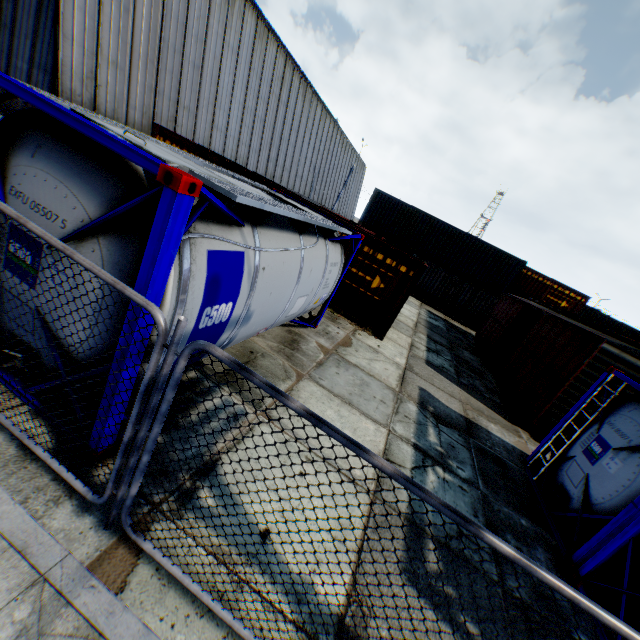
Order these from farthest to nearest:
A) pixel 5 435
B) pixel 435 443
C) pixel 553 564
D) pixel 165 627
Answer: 1. pixel 435 443
2. pixel 553 564
3. pixel 5 435
4. pixel 165 627

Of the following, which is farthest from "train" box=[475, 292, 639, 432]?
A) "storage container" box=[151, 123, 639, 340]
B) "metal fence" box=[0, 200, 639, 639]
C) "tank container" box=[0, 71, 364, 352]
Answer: "metal fence" box=[0, 200, 639, 639]

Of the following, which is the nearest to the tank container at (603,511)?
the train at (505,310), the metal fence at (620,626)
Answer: the metal fence at (620,626)

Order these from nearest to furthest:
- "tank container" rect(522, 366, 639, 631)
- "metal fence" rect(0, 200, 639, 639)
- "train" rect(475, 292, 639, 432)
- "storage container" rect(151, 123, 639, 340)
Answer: "metal fence" rect(0, 200, 639, 639), "tank container" rect(522, 366, 639, 631), "train" rect(475, 292, 639, 432), "storage container" rect(151, 123, 639, 340)

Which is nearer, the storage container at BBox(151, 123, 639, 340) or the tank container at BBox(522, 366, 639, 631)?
the tank container at BBox(522, 366, 639, 631)

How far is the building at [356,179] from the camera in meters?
47.6

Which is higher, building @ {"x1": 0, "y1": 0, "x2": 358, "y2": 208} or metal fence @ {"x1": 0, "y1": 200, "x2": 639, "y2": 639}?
building @ {"x1": 0, "y1": 0, "x2": 358, "y2": 208}
